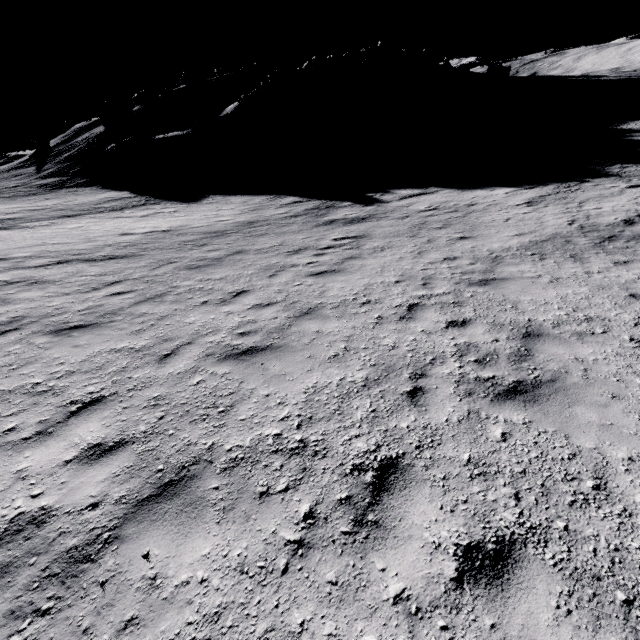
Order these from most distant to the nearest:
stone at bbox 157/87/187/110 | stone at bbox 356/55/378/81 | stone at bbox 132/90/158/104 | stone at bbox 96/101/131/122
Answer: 1. stone at bbox 132/90/158/104
2. stone at bbox 96/101/131/122
3. stone at bbox 356/55/378/81
4. stone at bbox 157/87/187/110

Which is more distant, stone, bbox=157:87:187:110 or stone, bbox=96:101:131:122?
stone, bbox=96:101:131:122

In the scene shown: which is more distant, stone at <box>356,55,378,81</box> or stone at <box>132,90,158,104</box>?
stone at <box>132,90,158,104</box>

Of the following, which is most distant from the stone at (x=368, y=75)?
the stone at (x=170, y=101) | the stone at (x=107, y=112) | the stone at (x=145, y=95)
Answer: the stone at (x=107, y=112)

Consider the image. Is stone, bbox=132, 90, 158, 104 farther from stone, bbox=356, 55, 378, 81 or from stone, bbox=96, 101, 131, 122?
stone, bbox=356, 55, 378, 81

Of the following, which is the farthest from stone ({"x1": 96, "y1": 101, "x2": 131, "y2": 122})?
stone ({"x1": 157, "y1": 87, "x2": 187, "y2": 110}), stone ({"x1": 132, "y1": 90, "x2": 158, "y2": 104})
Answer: stone ({"x1": 157, "y1": 87, "x2": 187, "y2": 110})

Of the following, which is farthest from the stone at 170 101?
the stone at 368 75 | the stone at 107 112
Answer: the stone at 368 75

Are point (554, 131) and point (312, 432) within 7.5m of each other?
no
